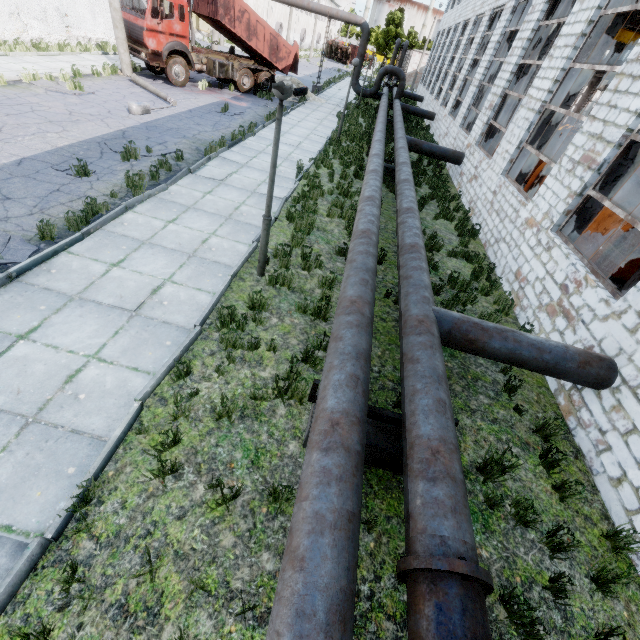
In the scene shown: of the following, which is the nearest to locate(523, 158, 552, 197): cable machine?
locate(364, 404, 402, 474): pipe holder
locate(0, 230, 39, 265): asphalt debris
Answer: locate(364, 404, 402, 474): pipe holder

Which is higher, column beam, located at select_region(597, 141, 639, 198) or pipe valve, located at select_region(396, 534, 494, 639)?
column beam, located at select_region(597, 141, 639, 198)

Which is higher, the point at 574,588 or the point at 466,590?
the point at 466,590

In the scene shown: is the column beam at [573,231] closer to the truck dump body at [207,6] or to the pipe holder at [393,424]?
the pipe holder at [393,424]

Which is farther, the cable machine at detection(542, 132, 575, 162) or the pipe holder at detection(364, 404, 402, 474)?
the cable machine at detection(542, 132, 575, 162)

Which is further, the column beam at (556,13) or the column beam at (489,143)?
the column beam at (489,143)

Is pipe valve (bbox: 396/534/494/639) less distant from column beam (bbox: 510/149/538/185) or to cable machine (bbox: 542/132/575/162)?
column beam (bbox: 510/149/538/185)

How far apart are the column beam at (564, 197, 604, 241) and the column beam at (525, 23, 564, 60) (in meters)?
8.51
